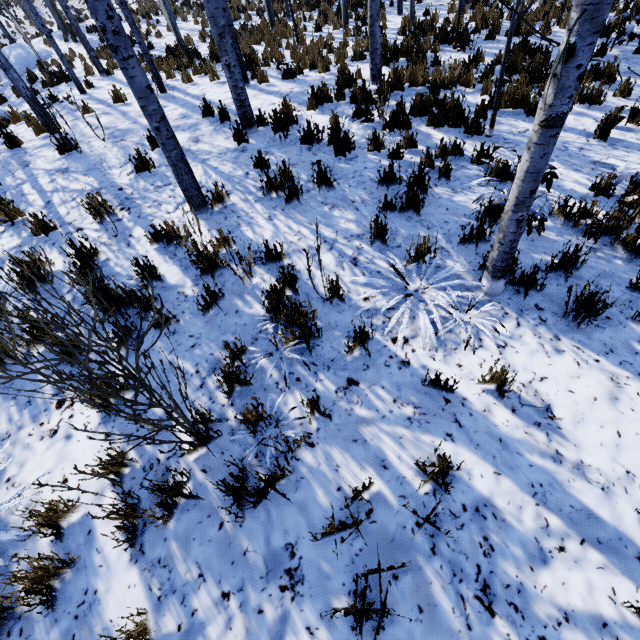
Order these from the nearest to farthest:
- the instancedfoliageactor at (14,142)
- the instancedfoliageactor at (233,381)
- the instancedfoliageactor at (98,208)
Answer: the instancedfoliageactor at (233,381) → the instancedfoliageactor at (98,208) → the instancedfoliageactor at (14,142)

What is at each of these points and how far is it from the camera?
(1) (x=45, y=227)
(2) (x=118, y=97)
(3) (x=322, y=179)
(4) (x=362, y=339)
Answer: (1) instancedfoliageactor, 4.28m
(2) instancedfoliageactor, 7.90m
(3) instancedfoliageactor, 4.60m
(4) instancedfoliageactor, 2.80m

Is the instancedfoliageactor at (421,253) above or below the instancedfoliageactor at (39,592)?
below

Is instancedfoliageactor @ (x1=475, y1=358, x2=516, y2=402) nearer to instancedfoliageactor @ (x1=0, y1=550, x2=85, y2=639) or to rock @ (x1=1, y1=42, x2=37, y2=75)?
instancedfoliageactor @ (x1=0, y1=550, x2=85, y2=639)

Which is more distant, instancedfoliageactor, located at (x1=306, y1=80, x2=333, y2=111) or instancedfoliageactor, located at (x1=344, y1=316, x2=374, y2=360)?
instancedfoliageactor, located at (x1=306, y1=80, x2=333, y2=111)

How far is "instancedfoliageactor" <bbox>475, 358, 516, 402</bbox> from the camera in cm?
250
